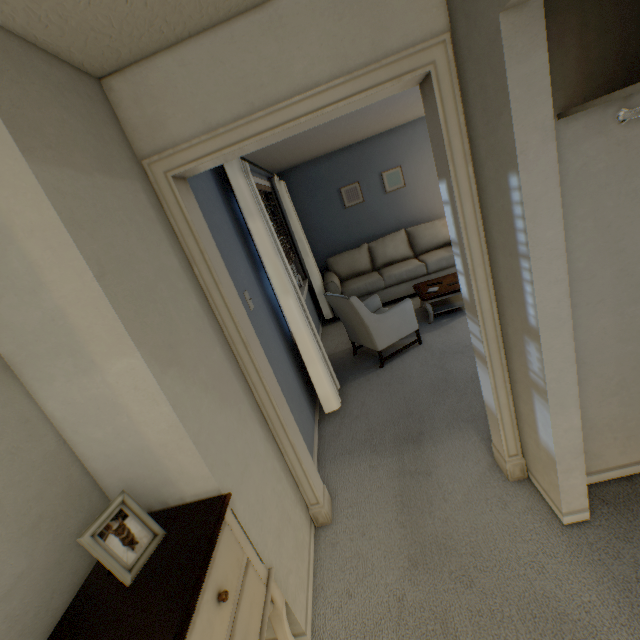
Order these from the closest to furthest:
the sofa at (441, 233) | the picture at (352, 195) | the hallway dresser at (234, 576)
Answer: the hallway dresser at (234, 576)
the sofa at (441, 233)
the picture at (352, 195)

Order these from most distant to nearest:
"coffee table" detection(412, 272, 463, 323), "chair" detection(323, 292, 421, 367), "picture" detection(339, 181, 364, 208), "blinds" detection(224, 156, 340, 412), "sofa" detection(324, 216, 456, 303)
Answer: "picture" detection(339, 181, 364, 208), "sofa" detection(324, 216, 456, 303), "coffee table" detection(412, 272, 463, 323), "chair" detection(323, 292, 421, 367), "blinds" detection(224, 156, 340, 412)

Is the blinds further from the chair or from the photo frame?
the photo frame

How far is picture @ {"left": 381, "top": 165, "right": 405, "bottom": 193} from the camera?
5.3m

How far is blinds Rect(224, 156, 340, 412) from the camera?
2.3 meters

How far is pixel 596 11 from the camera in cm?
103

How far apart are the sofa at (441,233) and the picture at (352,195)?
0.69m

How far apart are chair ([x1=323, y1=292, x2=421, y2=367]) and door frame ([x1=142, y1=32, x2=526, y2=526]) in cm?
153
